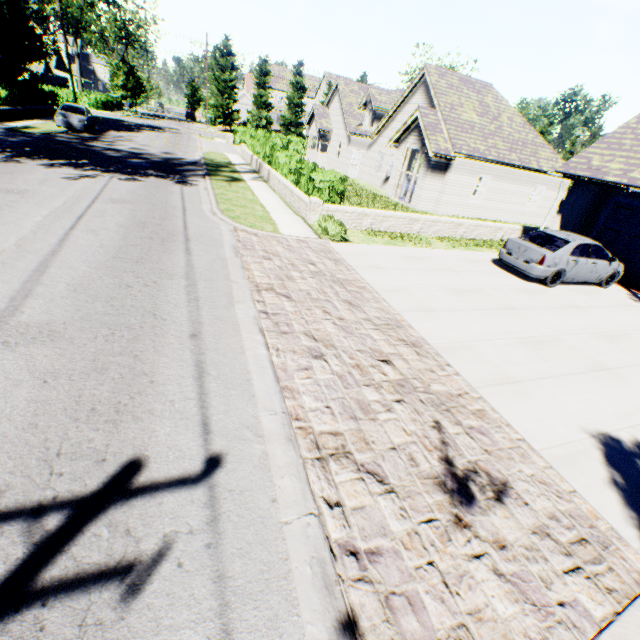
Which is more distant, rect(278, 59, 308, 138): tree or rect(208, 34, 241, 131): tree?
rect(278, 59, 308, 138): tree

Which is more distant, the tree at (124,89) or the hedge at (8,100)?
the tree at (124,89)

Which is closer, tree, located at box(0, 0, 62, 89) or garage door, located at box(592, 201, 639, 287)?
garage door, located at box(592, 201, 639, 287)

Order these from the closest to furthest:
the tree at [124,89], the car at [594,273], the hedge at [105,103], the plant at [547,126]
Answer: the car at [594,273]
the tree at [124,89]
the hedge at [105,103]
the plant at [547,126]

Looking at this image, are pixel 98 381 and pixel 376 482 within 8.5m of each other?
yes

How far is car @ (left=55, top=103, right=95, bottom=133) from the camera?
22.5 meters

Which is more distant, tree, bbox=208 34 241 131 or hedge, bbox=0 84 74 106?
tree, bbox=208 34 241 131

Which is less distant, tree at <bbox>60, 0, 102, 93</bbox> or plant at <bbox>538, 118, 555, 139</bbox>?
tree at <bbox>60, 0, 102, 93</bbox>
